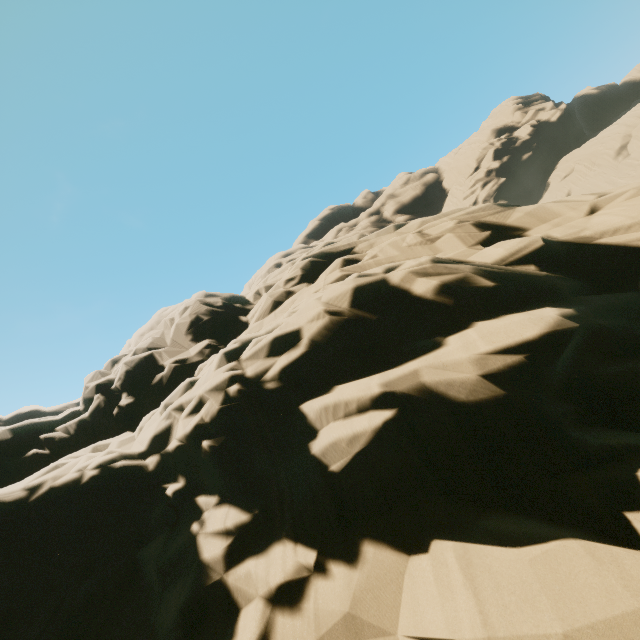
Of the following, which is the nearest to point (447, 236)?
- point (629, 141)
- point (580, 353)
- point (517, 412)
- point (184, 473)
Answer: point (580, 353)
